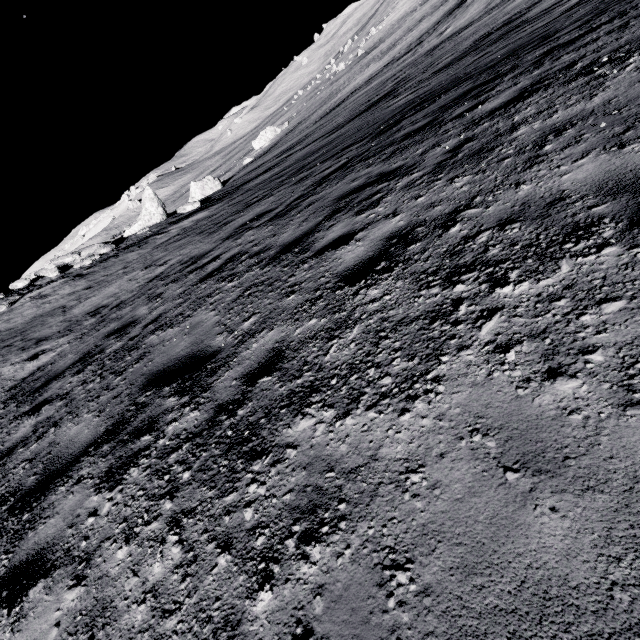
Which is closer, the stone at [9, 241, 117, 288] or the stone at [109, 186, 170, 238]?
the stone at [9, 241, 117, 288]

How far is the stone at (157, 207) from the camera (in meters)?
20.69

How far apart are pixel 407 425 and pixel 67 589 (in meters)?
2.42

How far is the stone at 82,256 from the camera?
17.6m

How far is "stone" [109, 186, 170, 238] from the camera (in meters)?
20.69

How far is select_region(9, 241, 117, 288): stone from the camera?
17.6 meters
